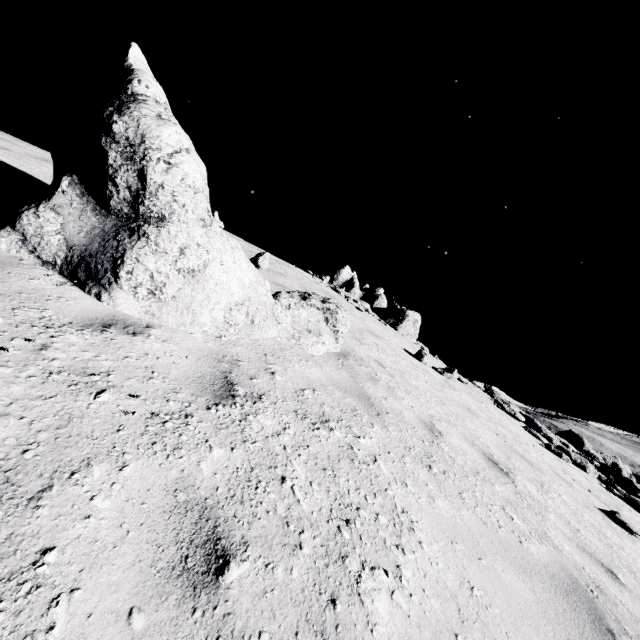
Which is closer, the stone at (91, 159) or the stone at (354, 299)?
the stone at (91, 159)

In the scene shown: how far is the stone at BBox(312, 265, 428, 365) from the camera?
20.86m

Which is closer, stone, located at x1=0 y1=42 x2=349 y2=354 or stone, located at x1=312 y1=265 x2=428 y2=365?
stone, located at x1=0 y1=42 x2=349 y2=354

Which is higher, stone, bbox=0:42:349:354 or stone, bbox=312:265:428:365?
stone, bbox=312:265:428:365

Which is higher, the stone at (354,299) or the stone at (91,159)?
the stone at (354,299)

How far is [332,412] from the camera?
3.3m
